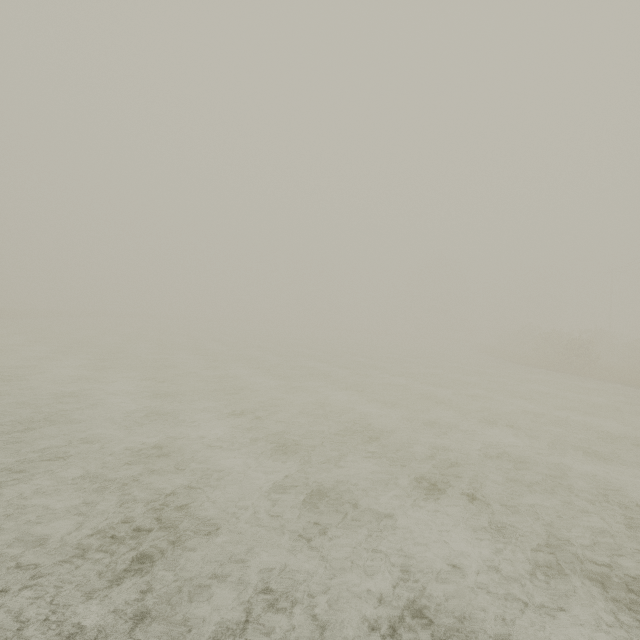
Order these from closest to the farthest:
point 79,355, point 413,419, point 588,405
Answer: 1. point 413,419
2. point 588,405
3. point 79,355
